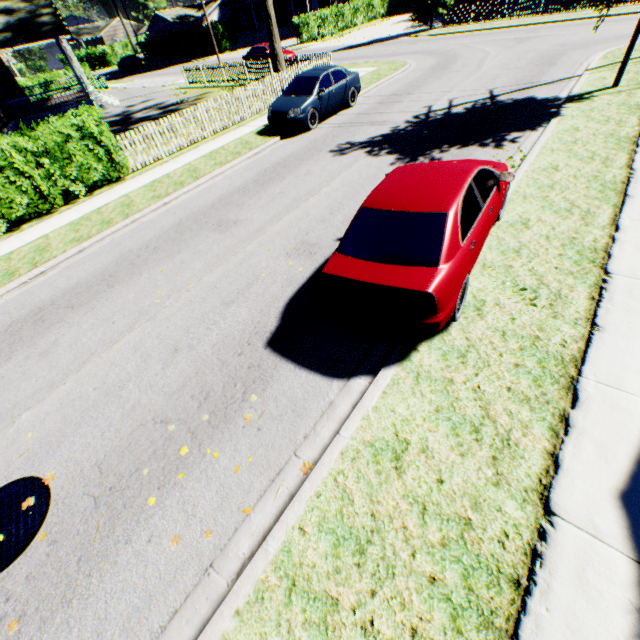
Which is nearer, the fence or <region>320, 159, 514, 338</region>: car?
<region>320, 159, 514, 338</region>: car

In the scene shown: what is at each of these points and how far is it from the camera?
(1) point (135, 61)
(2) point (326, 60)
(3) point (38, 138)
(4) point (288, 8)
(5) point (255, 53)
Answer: (1) car, 47.4m
(2) fence, 18.7m
(3) hedge, 10.0m
(4) house, 50.4m
(5) car, 25.4m

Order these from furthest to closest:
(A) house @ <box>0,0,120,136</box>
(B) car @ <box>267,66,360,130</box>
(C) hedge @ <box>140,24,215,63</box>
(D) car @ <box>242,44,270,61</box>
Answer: (C) hedge @ <box>140,24,215,63</box> → (D) car @ <box>242,44,270,61</box> → (A) house @ <box>0,0,120,136</box> → (B) car @ <box>267,66,360,130</box>

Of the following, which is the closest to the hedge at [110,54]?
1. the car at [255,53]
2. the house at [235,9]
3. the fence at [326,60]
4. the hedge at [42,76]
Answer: the house at [235,9]

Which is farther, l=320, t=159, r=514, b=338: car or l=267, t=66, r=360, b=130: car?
l=267, t=66, r=360, b=130: car

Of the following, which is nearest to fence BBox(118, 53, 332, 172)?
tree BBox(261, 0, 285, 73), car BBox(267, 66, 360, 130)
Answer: tree BBox(261, 0, 285, 73)

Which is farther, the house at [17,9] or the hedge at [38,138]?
the house at [17,9]

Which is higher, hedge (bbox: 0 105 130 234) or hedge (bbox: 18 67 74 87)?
hedge (bbox: 18 67 74 87)
